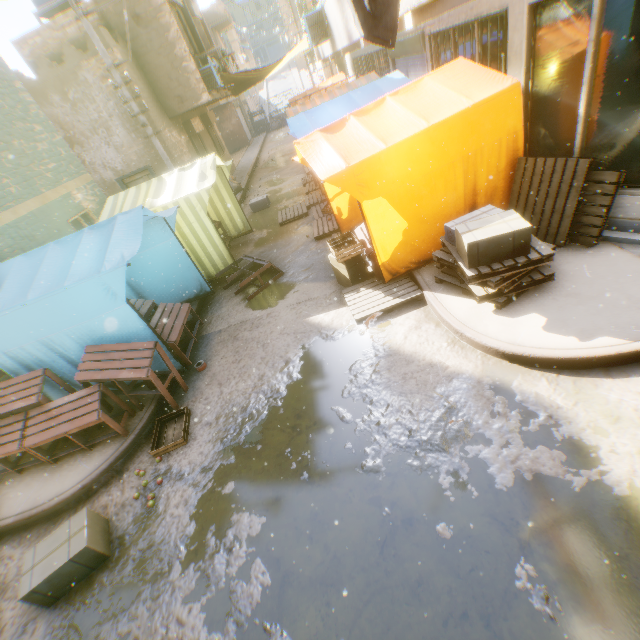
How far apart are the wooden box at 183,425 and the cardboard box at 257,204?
8.4m

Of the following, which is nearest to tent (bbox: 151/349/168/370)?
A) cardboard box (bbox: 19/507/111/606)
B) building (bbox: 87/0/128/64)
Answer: building (bbox: 87/0/128/64)

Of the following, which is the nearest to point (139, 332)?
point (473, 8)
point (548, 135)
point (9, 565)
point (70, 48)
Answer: point (9, 565)

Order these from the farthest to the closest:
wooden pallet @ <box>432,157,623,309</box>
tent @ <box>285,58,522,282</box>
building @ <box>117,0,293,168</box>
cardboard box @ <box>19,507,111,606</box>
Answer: building @ <box>117,0,293,168</box>, tent @ <box>285,58,522,282</box>, wooden pallet @ <box>432,157,623,309</box>, cardboard box @ <box>19,507,111,606</box>

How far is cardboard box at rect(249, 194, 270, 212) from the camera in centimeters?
1242cm

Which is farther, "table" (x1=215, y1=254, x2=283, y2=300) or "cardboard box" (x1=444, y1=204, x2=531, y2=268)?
"table" (x1=215, y1=254, x2=283, y2=300)

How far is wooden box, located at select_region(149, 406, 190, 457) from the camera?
4.65m

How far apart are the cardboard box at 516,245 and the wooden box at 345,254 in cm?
150
